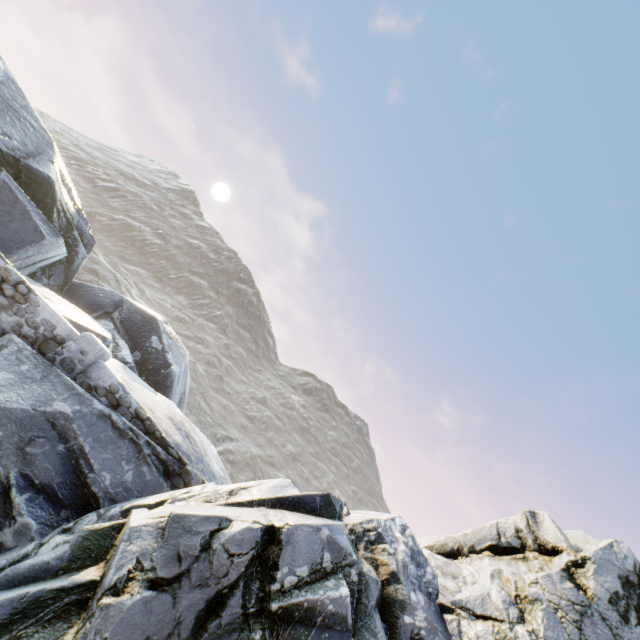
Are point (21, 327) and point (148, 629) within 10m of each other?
yes

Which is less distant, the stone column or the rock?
the rock

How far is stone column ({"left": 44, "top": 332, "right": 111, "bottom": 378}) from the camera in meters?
7.2

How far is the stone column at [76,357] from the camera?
7.18m

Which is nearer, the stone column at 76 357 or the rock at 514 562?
the rock at 514 562
